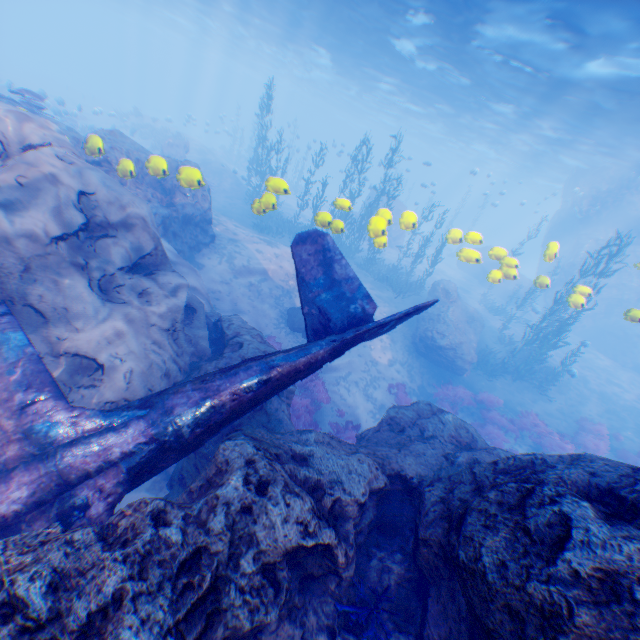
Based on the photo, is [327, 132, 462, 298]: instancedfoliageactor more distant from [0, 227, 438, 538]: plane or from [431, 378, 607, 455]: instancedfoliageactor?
[431, 378, 607, 455]: instancedfoliageactor

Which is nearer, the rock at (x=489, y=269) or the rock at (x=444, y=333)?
the rock at (x=489, y=269)

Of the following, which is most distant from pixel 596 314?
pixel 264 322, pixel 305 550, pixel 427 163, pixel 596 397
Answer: pixel 305 550

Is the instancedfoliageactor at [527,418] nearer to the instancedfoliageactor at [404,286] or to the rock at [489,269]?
the rock at [489,269]

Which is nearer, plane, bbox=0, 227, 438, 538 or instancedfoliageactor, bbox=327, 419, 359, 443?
plane, bbox=0, 227, 438, 538

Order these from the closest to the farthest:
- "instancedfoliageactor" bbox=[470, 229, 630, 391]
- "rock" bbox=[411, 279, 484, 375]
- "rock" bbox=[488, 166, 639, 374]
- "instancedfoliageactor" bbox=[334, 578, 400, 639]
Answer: "instancedfoliageactor" bbox=[334, 578, 400, 639], "instancedfoliageactor" bbox=[470, 229, 630, 391], "rock" bbox=[411, 279, 484, 375], "rock" bbox=[488, 166, 639, 374]

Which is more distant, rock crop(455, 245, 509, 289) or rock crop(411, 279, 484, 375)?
rock crop(411, 279, 484, 375)

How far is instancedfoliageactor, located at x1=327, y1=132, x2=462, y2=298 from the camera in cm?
948
